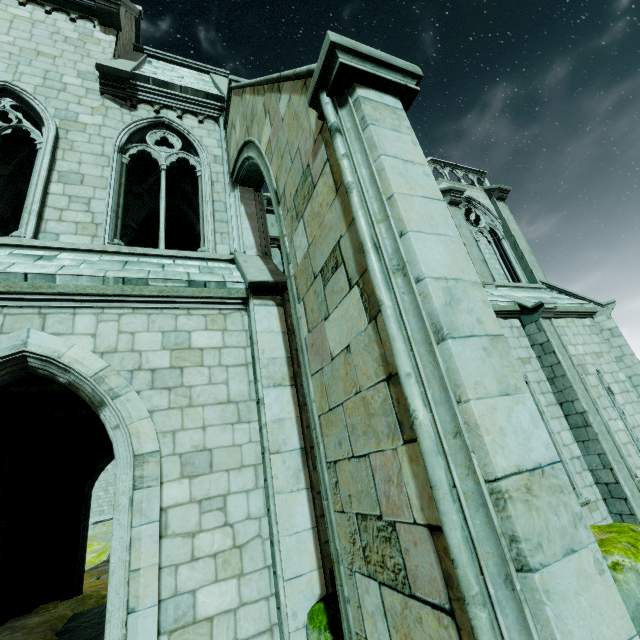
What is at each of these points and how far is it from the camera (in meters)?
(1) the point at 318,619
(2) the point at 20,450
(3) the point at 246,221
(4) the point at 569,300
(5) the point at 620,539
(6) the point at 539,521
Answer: (1) rock, 4.00
(2) building, 11.22
(3) building, 7.59
(4) building, 11.27
(5) rock, 2.55
(6) buttress, 1.47

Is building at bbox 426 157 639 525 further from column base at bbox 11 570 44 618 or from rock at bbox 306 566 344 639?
column base at bbox 11 570 44 618

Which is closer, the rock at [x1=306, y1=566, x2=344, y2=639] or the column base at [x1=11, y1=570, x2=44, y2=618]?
the rock at [x1=306, y1=566, x2=344, y2=639]

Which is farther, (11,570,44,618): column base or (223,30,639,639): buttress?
(11,570,44,618): column base

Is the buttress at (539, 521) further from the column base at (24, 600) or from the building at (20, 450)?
the column base at (24, 600)

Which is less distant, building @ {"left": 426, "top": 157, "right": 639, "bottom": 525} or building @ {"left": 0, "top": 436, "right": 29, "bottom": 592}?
building @ {"left": 426, "top": 157, "right": 639, "bottom": 525}

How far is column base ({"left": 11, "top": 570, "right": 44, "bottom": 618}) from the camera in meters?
10.2
